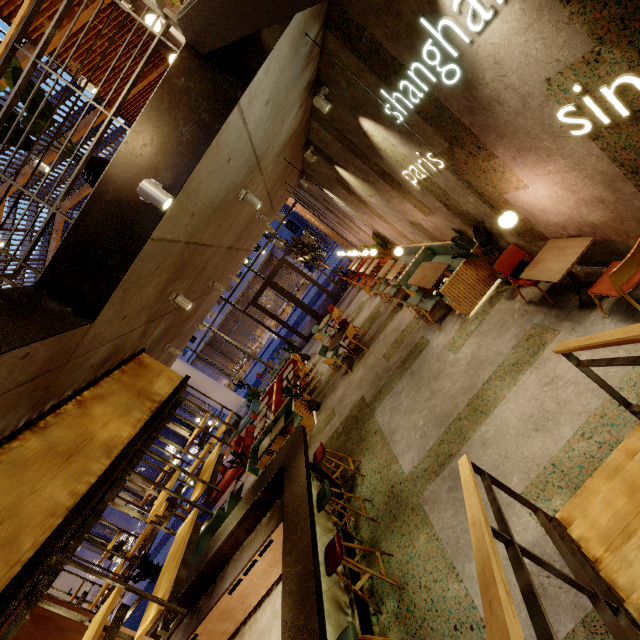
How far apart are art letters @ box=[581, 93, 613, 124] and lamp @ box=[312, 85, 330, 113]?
3.3m

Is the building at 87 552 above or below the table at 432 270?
above

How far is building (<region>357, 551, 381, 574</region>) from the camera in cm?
443

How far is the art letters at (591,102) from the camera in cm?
246

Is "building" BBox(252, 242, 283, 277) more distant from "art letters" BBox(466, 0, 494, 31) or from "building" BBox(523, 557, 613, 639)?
"art letters" BBox(466, 0, 494, 31)

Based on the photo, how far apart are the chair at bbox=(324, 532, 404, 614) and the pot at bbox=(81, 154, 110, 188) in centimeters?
465cm

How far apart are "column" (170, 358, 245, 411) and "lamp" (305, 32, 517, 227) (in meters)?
16.44

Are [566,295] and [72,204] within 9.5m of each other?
no
